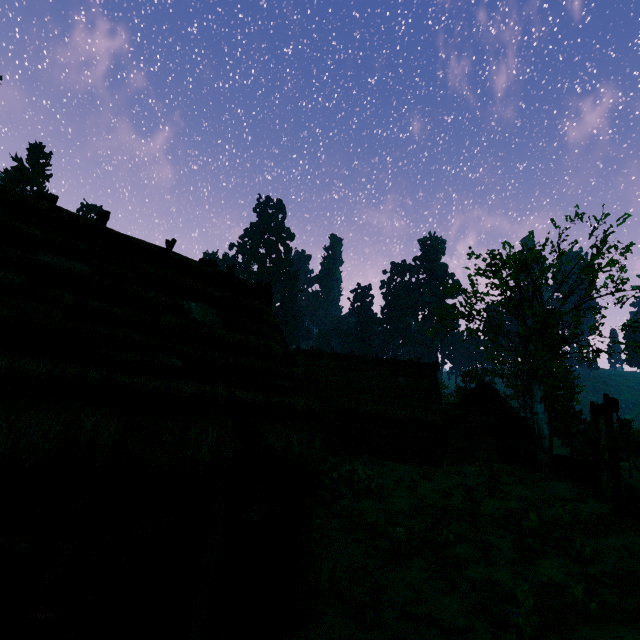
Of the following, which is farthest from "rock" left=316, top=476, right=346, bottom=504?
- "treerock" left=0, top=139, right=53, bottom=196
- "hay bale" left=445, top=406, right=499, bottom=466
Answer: "hay bale" left=445, top=406, right=499, bottom=466

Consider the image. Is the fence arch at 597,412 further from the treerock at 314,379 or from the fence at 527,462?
the treerock at 314,379

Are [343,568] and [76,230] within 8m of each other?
no

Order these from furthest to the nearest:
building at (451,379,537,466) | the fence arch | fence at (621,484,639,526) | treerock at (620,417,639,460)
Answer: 1. treerock at (620,417,639,460)
2. building at (451,379,537,466)
3. the fence arch
4. fence at (621,484,639,526)

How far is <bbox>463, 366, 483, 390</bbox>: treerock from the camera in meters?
42.7 m

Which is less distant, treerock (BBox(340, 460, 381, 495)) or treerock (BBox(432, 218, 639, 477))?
treerock (BBox(340, 460, 381, 495))

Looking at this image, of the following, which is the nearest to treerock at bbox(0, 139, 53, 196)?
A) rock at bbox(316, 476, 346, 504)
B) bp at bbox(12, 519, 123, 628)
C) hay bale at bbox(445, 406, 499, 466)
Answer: hay bale at bbox(445, 406, 499, 466)

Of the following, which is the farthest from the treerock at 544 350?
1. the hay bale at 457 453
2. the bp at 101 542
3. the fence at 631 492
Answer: the bp at 101 542
